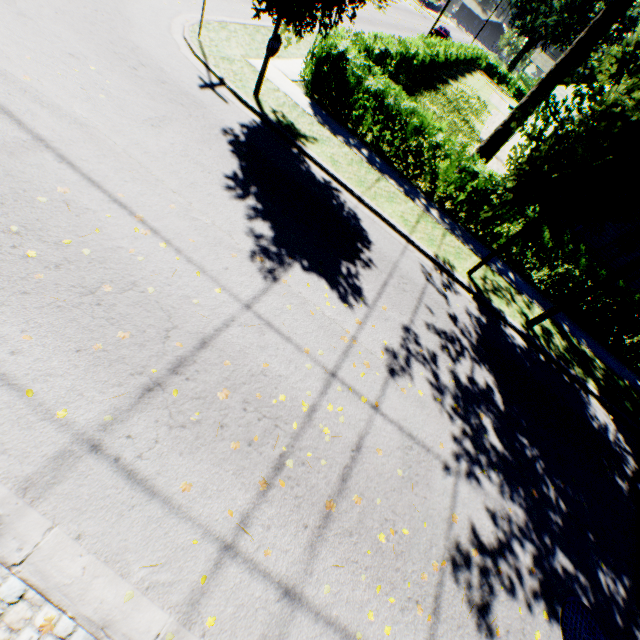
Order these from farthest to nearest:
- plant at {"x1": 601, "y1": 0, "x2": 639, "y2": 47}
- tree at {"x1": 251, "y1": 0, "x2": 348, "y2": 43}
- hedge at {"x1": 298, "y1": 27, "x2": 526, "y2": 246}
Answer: plant at {"x1": 601, "y1": 0, "x2": 639, "y2": 47}
hedge at {"x1": 298, "y1": 27, "x2": 526, "y2": 246}
tree at {"x1": 251, "y1": 0, "x2": 348, "y2": 43}

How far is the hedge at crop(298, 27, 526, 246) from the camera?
10.09m

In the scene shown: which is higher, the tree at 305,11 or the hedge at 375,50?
the tree at 305,11

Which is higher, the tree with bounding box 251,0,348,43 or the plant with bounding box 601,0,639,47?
the plant with bounding box 601,0,639,47

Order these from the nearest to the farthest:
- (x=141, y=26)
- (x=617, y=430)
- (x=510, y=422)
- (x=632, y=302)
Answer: (x=510, y=422) < (x=141, y=26) < (x=617, y=430) < (x=632, y=302)

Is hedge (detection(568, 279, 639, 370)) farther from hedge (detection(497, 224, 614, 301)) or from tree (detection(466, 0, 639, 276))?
tree (detection(466, 0, 639, 276))

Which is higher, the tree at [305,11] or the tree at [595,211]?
the tree at [595,211]

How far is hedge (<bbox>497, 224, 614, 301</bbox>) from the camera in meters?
10.3 m
